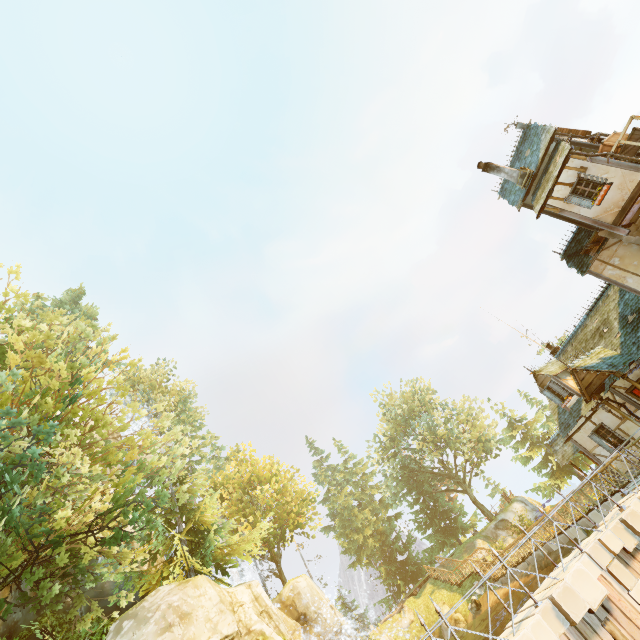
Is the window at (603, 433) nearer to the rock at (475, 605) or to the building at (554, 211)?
the building at (554, 211)

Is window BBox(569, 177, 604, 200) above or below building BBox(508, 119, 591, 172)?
below

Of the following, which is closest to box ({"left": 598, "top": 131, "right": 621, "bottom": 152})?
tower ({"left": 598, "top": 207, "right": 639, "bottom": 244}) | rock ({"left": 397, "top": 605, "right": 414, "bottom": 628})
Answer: tower ({"left": 598, "top": 207, "right": 639, "bottom": 244})

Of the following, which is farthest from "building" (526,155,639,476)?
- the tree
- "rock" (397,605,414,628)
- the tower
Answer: "rock" (397,605,414,628)

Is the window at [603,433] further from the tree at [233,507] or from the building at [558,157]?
the tree at [233,507]

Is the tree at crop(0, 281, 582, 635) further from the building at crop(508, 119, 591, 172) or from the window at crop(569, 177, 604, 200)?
the window at crop(569, 177, 604, 200)

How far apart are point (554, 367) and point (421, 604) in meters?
26.2 m

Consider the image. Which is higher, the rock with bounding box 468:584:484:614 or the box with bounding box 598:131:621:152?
the box with bounding box 598:131:621:152
